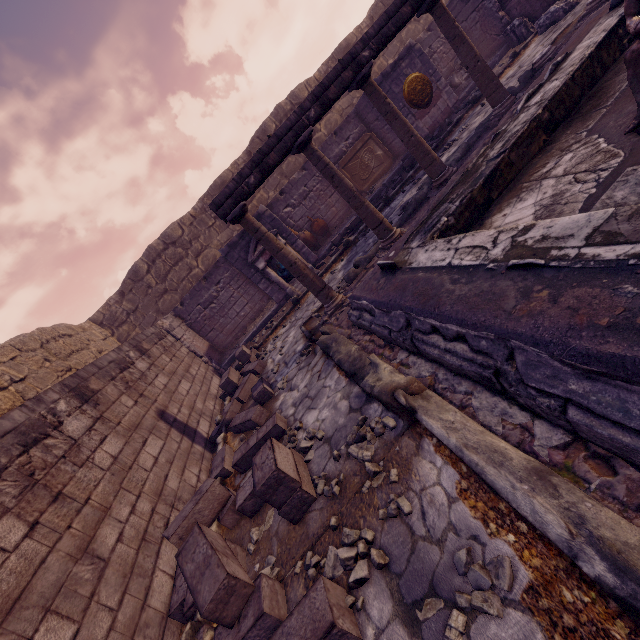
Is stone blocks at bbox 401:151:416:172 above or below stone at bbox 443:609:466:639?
above

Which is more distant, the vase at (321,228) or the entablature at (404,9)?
the vase at (321,228)

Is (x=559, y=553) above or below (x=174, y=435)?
below

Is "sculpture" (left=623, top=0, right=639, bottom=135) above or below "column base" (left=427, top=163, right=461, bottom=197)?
above

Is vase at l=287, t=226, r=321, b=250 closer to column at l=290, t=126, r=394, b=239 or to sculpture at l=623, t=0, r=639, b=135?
column at l=290, t=126, r=394, b=239

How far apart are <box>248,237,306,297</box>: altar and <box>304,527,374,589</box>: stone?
7.25m

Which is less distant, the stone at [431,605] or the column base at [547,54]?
the stone at [431,605]

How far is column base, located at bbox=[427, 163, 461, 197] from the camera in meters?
6.0 m
